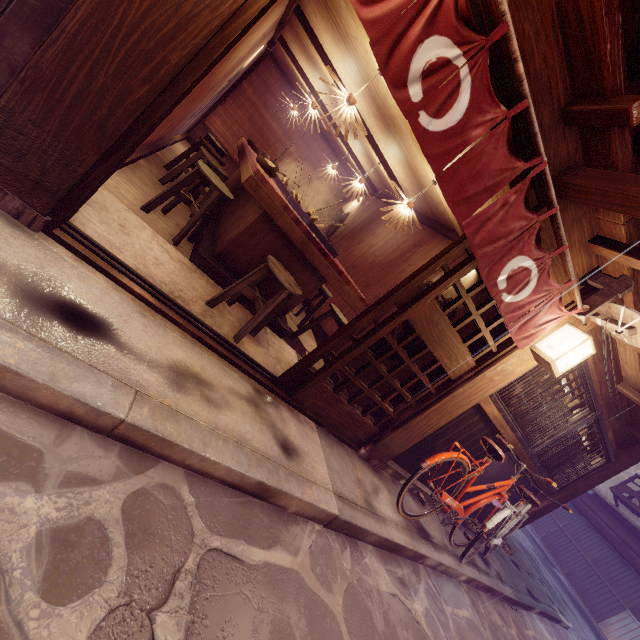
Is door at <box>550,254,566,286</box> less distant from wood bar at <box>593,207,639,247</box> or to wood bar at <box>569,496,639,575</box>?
wood bar at <box>593,207,639,247</box>

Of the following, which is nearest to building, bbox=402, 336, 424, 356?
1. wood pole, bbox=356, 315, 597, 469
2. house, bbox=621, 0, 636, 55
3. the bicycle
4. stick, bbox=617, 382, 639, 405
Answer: wood pole, bbox=356, 315, 597, 469

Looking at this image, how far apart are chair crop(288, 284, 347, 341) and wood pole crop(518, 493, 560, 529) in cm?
901

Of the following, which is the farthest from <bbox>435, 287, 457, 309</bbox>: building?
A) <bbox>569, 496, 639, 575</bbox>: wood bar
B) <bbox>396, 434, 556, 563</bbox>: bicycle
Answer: <bbox>569, 496, 639, 575</bbox>: wood bar

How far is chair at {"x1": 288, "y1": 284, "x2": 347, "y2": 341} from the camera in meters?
8.1 m

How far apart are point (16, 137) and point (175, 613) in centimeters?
428cm

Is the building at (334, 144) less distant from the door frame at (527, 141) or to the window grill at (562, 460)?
the door frame at (527, 141)

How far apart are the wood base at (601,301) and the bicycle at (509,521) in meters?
4.0
